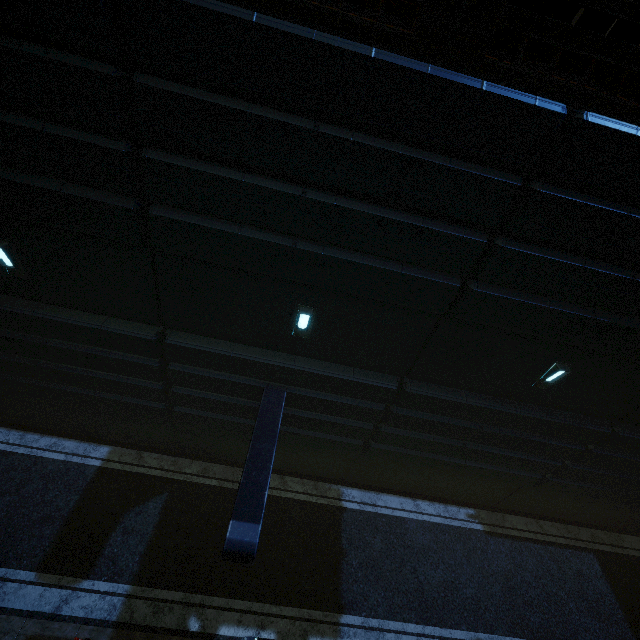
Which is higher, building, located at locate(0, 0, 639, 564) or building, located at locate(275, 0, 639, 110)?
building, located at locate(275, 0, 639, 110)

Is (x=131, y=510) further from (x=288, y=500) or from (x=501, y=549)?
(x=501, y=549)

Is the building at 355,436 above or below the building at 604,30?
A: below
